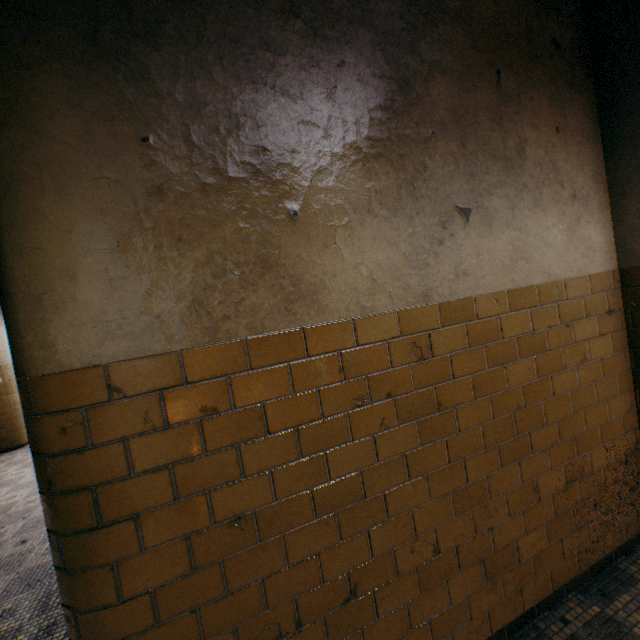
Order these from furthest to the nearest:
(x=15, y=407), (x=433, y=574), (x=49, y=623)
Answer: (x=15, y=407)
(x=49, y=623)
(x=433, y=574)
